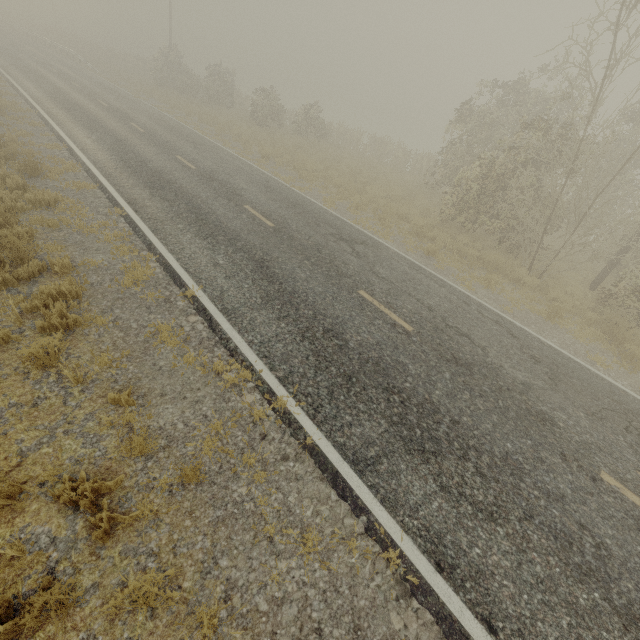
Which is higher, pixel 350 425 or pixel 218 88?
pixel 218 88
